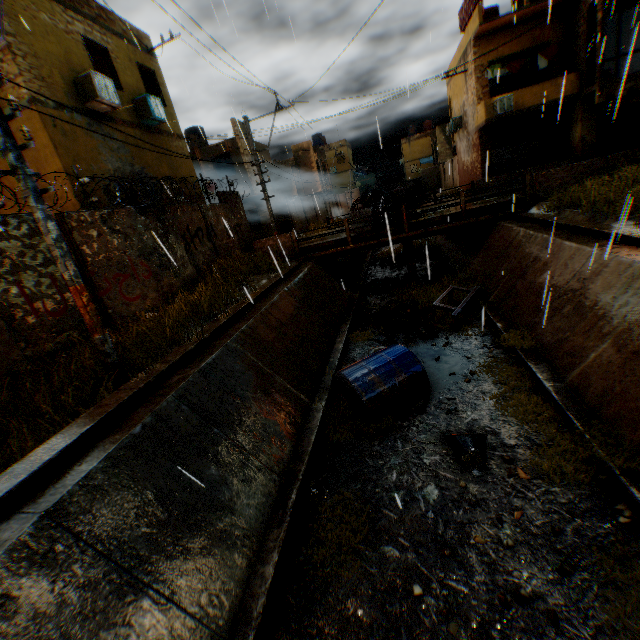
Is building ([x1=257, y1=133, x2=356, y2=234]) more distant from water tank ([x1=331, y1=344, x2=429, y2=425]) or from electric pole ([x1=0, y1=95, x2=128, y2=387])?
electric pole ([x1=0, y1=95, x2=128, y2=387])

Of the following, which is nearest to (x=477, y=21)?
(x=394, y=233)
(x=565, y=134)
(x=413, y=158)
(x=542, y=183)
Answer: (x=565, y=134)

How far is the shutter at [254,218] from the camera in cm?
2541

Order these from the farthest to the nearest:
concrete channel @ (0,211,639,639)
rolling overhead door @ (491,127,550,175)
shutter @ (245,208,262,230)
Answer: shutter @ (245,208,262,230) < rolling overhead door @ (491,127,550,175) < concrete channel @ (0,211,639,639)

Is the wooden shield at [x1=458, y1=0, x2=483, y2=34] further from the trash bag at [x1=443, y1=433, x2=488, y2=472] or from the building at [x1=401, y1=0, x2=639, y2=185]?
the trash bag at [x1=443, y1=433, x2=488, y2=472]

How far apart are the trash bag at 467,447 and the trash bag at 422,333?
4.50m

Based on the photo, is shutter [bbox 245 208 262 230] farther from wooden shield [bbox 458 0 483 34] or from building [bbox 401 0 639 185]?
wooden shield [bbox 458 0 483 34]

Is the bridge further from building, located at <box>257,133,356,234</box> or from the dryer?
the dryer
